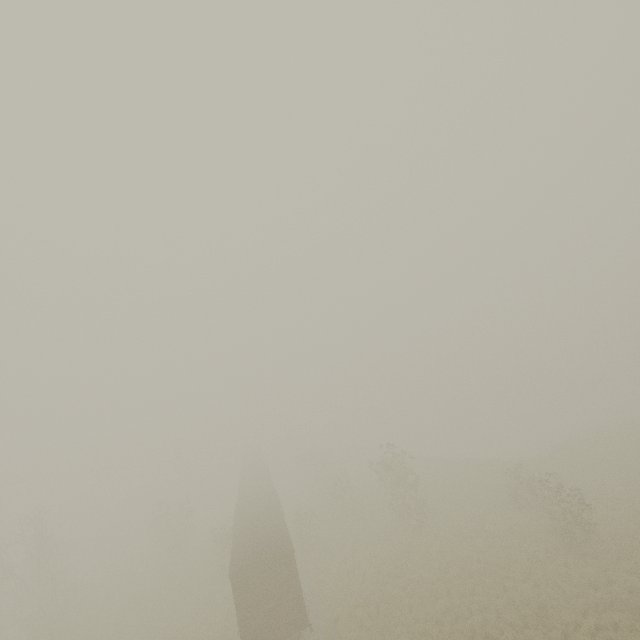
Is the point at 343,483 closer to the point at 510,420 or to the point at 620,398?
the point at 510,420
